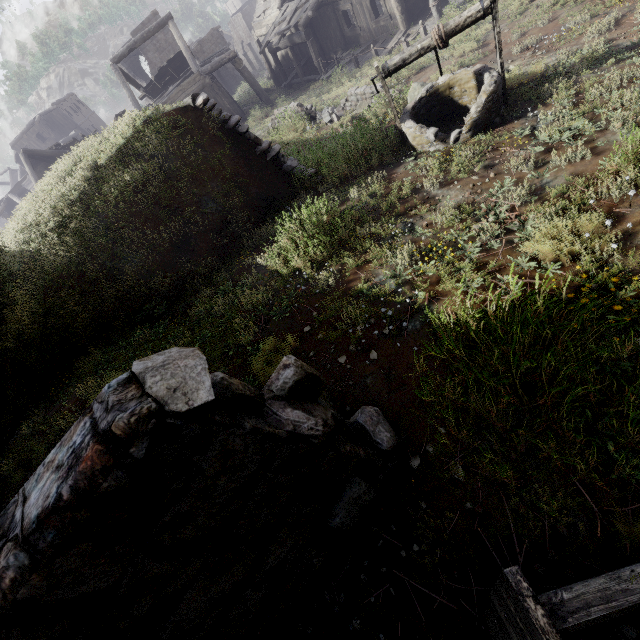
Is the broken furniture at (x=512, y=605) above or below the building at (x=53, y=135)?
below

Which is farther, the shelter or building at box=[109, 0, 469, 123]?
building at box=[109, 0, 469, 123]

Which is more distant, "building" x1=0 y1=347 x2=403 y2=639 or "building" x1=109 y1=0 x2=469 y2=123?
"building" x1=109 y1=0 x2=469 y2=123

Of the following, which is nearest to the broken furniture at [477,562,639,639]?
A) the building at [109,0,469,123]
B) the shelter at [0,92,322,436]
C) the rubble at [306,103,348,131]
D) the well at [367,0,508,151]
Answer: the building at [109,0,469,123]

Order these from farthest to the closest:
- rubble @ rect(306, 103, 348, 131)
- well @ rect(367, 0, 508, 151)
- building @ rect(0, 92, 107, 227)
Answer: building @ rect(0, 92, 107, 227) → rubble @ rect(306, 103, 348, 131) → well @ rect(367, 0, 508, 151)

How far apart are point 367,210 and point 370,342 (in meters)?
3.11

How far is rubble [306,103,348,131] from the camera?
12.1m

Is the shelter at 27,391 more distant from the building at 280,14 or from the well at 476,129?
the well at 476,129
